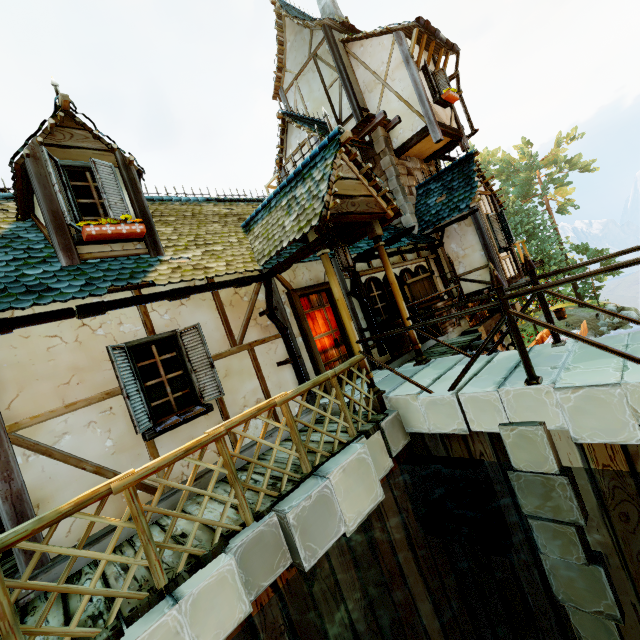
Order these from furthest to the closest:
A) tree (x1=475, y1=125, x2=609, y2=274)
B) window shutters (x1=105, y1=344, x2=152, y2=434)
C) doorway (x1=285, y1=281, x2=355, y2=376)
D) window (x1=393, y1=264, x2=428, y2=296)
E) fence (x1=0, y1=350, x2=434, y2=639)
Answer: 1. tree (x1=475, y1=125, x2=609, y2=274)
2. window (x1=393, y1=264, x2=428, y2=296)
3. doorway (x1=285, y1=281, x2=355, y2=376)
4. window shutters (x1=105, y1=344, x2=152, y2=434)
5. fence (x1=0, y1=350, x2=434, y2=639)

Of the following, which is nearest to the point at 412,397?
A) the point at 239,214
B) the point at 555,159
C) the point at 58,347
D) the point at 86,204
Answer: the point at 58,347

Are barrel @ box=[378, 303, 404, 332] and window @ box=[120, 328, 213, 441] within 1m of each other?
no

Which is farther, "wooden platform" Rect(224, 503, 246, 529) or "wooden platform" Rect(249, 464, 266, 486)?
"wooden platform" Rect(249, 464, 266, 486)

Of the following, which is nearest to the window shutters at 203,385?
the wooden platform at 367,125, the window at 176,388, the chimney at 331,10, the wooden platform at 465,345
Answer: the window at 176,388

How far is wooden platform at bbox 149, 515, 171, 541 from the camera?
3.5m

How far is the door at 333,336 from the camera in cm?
662
